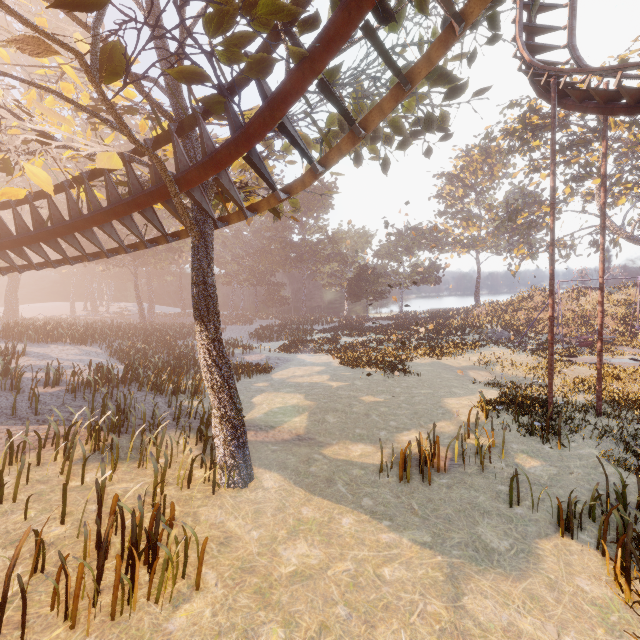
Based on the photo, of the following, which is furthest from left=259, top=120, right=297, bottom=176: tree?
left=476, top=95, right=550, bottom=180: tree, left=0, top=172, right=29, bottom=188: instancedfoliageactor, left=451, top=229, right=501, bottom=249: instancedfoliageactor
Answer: left=451, top=229, right=501, bottom=249: instancedfoliageactor

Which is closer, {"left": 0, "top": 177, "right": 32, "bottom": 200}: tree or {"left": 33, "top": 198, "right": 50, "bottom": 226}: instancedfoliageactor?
{"left": 0, "top": 177, "right": 32, "bottom": 200}: tree

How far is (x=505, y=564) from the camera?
5.79m

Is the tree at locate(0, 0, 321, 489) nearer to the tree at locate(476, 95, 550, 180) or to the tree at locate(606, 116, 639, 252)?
the tree at locate(476, 95, 550, 180)

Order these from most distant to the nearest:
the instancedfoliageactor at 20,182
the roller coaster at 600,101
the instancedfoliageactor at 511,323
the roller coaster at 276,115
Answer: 1. the instancedfoliageactor at 20,182
2. the instancedfoliageactor at 511,323
3. the roller coaster at 600,101
4. the roller coaster at 276,115

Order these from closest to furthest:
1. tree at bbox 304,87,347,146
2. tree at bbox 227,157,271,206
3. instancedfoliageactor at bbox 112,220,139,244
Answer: tree at bbox 304,87,347,146 → tree at bbox 227,157,271,206 → instancedfoliageactor at bbox 112,220,139,244

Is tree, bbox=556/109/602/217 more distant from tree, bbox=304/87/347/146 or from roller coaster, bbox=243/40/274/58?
tree, bbox=304/87/347/146

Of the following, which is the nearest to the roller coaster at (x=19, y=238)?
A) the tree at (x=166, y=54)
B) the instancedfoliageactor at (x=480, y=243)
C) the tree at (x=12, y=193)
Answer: the tree at (x=166, y=54)
